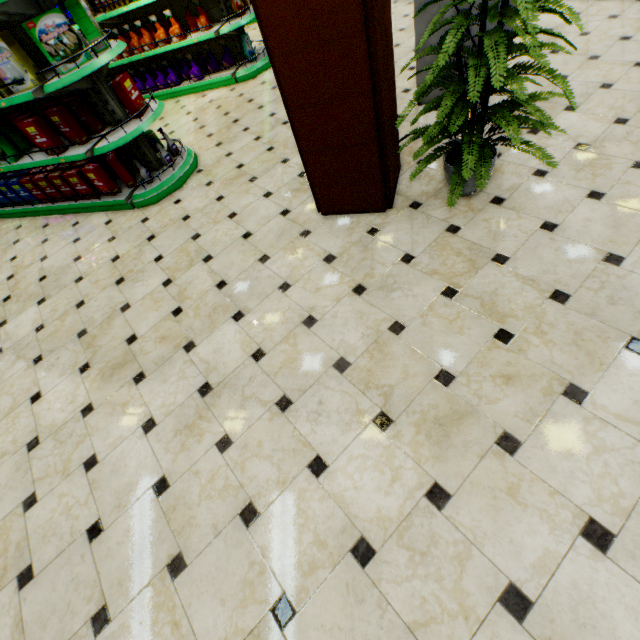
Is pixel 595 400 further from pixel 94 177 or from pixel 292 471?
pixel 94 177

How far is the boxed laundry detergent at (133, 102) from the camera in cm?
346

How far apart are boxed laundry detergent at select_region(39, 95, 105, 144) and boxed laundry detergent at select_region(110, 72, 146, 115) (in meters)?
0.58

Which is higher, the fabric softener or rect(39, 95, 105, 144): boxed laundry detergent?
rect(39, 95, 105, 144): boxed laundry detergent

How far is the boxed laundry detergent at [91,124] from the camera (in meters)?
3.46

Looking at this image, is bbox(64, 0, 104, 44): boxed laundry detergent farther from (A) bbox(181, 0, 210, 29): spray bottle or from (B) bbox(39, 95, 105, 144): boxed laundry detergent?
A: (A) bbox(181, 0, 210, 29): spray bottle

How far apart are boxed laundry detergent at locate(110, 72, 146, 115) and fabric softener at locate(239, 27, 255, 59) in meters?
2.9

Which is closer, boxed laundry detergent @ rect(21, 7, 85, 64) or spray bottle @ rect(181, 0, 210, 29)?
boxed laundry detergent @ rect(21, 7, 85, 64)
